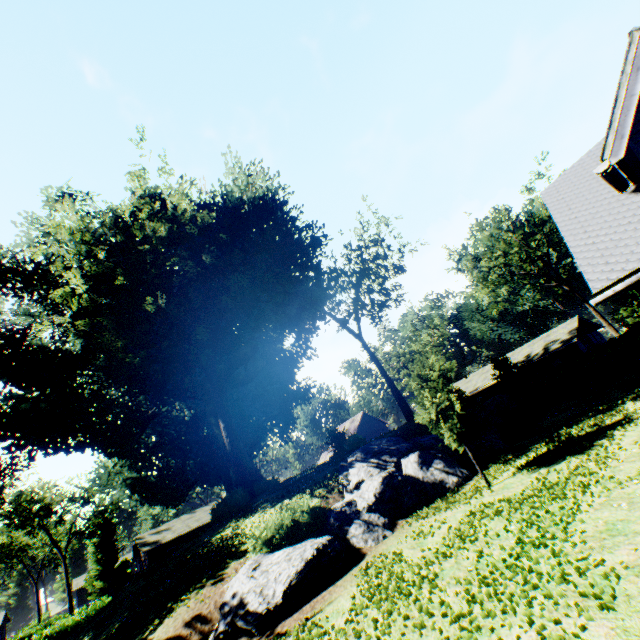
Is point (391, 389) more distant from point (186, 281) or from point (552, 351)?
point (552, 351)

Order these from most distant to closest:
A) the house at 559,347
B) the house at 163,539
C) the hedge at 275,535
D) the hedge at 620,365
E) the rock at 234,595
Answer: the house at 163,539, the house at 559,347, the hedge at 620,365, the hedge at 275,535, the rock at 234,595

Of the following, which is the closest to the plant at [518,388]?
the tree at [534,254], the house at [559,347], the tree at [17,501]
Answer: the tree at [17,501]

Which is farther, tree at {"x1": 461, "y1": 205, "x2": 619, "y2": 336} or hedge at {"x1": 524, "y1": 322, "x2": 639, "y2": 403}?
tree at {"x1": 461, "y1": 205, "x2": 619, "y2": 336}

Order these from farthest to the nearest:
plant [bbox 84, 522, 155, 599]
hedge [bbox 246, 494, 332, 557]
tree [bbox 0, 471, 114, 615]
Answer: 1. plant [bbox 84, 522, 155, 599]
2. tree [bbox 0, 471, 114, 615]
3. hedge [bbox 246, 494, 332, 557]

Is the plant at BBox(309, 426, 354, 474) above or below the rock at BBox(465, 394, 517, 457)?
above

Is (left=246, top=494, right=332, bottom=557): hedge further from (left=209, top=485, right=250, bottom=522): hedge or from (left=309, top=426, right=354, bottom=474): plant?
(left=209, top=485, right=250, bottom=522): hedge

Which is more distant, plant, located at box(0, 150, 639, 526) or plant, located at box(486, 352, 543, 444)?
plant, located at box(0, 150, 639, 526)
